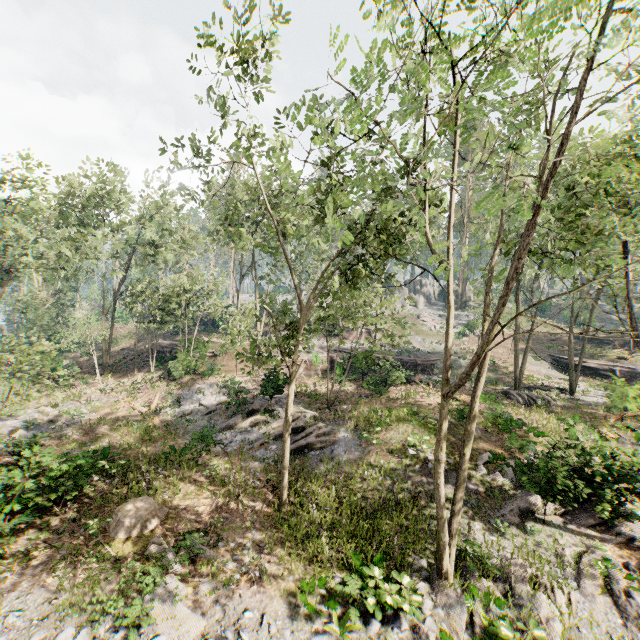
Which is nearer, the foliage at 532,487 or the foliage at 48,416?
the foliage at 532,487

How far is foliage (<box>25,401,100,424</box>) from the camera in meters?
20.8 m

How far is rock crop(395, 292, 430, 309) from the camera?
58.1 meters

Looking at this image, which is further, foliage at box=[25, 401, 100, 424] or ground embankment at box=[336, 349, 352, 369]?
ground embankment at box=[336, 349, 352, 369]

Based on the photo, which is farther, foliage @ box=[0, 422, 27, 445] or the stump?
foliage @ box=[0, 422, 27, 445]

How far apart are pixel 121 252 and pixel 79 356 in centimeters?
1419cm

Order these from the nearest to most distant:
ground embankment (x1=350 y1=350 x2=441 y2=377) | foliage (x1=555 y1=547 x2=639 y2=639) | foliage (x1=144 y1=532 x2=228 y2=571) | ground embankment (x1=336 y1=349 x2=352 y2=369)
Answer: foliage (x1=555 y1=547 x2=639 y2=639) < foliage (x1=144 y1=532 x2=228 y2=571) < ground embankment (x1=350 y1=350 x2=441 y2=377) < ground embankment (x1=336 y1=349 x2=352 y2=369)

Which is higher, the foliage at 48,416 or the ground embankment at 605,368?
the ground embankment at 605,368
